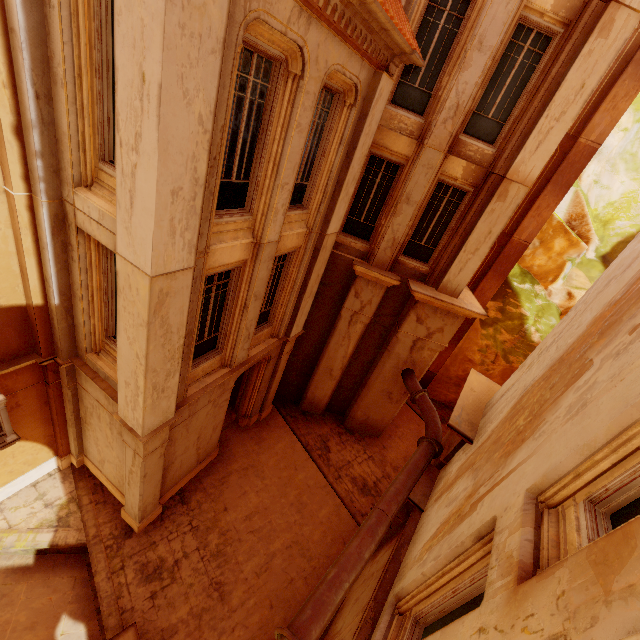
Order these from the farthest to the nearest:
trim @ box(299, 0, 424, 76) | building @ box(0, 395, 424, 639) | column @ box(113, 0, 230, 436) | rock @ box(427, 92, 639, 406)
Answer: rock @ box(427, 92, 639, 406), building @ box(0, 395, 424, 639), trim @ box(299, 0, 424, 76), column @ box(113, 0, 230, 436)

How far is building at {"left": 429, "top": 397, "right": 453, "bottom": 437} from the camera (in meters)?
16.92

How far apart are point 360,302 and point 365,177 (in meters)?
4.16

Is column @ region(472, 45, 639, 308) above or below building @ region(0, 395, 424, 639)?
above

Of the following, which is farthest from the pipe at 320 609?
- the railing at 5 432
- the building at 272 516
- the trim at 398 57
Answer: the trim at 398 57

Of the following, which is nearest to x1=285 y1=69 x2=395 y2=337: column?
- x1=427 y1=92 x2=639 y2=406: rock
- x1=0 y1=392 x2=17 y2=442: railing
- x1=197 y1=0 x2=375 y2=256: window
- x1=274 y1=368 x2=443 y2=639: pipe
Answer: x1=197 y1=0 x2=375 y2=256: window

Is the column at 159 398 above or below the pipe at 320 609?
above

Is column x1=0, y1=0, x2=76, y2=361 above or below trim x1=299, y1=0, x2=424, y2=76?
below
